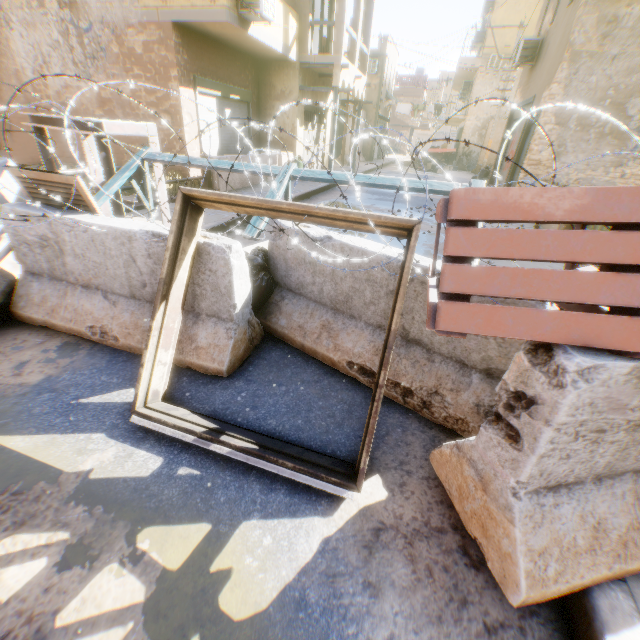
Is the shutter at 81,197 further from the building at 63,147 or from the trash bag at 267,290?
the building at 63,147

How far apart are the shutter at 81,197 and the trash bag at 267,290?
0.0m

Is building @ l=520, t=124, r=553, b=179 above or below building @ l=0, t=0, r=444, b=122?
below

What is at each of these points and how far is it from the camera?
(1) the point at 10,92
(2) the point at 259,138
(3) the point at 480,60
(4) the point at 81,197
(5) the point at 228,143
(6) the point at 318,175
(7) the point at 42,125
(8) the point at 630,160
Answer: (1) building, 10.7m
(2) building, 13.5m
(3) building, 22.1m
(4) shutter, 2.8m
(5) rolling overhead door, 11.6m
(6) awning frame, 3.5m
(7) steel platform, 4.2m
(8) building, 9.9m

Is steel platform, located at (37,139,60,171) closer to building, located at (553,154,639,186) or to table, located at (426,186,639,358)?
building, located at (553,154,639,186)

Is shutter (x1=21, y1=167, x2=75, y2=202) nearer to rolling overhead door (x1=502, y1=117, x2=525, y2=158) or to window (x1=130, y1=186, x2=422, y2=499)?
rolling overhead door (x1=502, y1=117, x2=525, y2=158)

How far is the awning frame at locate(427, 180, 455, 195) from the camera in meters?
3.2

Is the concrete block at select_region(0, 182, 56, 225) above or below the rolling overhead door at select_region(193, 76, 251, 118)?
below
